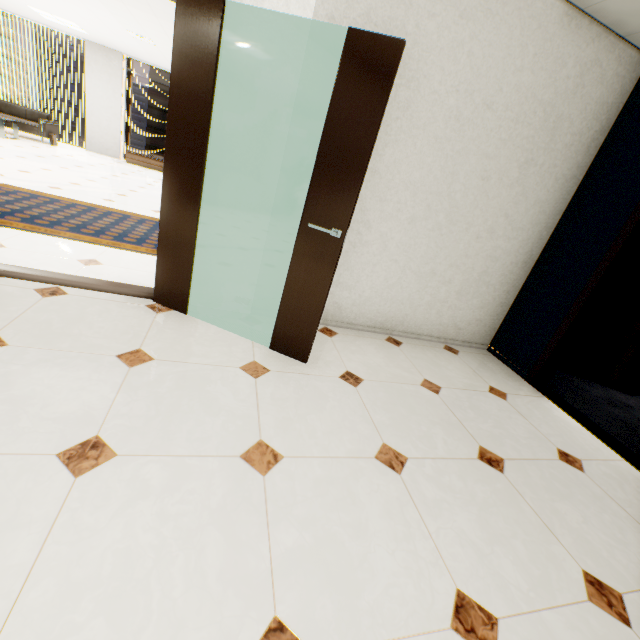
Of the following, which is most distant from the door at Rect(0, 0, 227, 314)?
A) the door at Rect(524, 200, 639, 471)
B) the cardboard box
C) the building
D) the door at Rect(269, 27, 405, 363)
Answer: the building

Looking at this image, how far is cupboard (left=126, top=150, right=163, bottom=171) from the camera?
10.5m

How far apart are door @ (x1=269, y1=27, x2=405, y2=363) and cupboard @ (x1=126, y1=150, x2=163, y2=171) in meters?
10.8 m

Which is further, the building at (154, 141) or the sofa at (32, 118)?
the building at (154, 141)

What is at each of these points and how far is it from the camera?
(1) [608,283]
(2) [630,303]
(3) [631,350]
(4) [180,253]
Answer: (1) door, 2.9m
(2) file cabinet, 4.0m
(3) cardboard box, 3.8m
(4) door, 2.5m

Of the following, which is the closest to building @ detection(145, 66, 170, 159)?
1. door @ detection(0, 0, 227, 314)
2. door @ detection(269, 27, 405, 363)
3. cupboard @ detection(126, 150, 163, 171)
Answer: cupboard @ detection(126, 150, 163, 171)

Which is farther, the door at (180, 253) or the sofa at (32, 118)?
the sofa at (32, 118)

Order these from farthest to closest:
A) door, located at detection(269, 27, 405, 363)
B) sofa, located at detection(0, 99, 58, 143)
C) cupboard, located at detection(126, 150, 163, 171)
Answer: cupboard, located at detection(126, 150, 163, 171)
sofa, located at detection(0, 99, 58, 143)
door, located at detection(269, 27, 405, 363)
